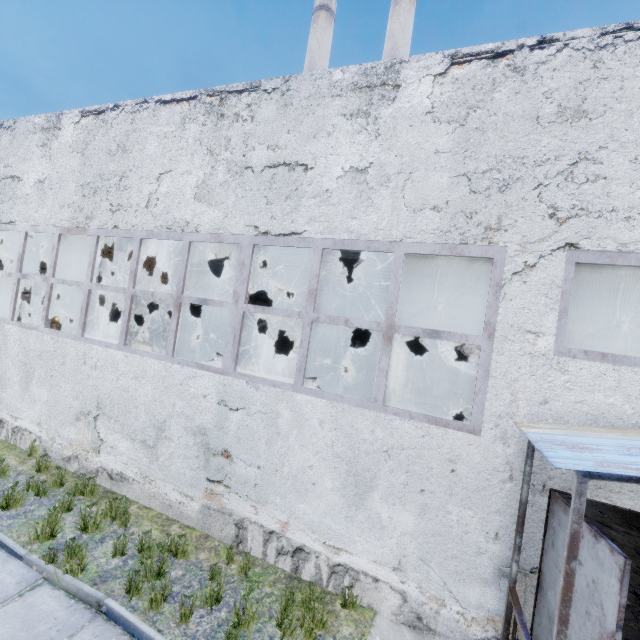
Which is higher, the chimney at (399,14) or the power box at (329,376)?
the chimney at (399,14)

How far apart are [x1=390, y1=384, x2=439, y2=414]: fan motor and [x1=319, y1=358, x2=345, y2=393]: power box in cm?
208

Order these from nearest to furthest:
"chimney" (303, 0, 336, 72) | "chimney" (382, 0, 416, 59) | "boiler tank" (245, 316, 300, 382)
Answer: "boiler tank" (245, 316, 300, 382) < "chimney" (382, 0, 416, 59) < "chimney" (303, 0, 336, 72)

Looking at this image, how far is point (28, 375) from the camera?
7.5 meters

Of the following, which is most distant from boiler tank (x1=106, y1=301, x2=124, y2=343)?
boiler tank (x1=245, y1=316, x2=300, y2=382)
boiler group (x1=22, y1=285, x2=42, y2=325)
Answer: boiler tank (x1=245, y1=316, x2=300, y2=382)

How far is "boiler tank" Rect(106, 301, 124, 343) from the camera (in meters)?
15.64

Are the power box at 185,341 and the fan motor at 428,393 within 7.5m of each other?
no
